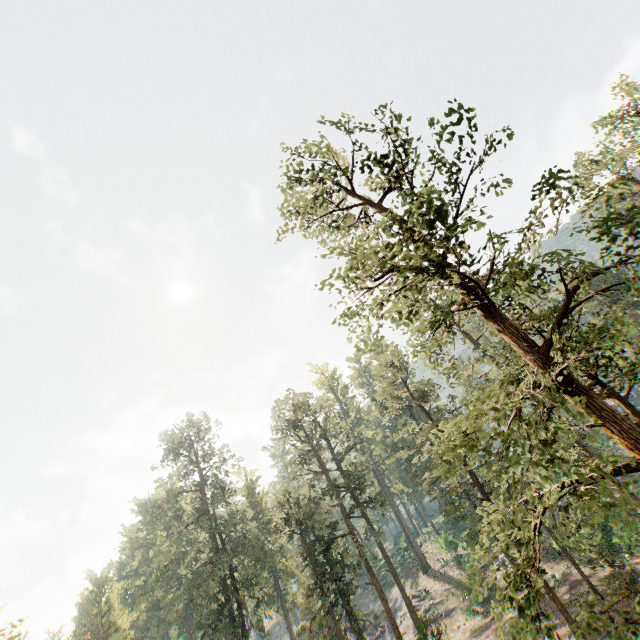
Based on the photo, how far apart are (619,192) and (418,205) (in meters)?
5.29
